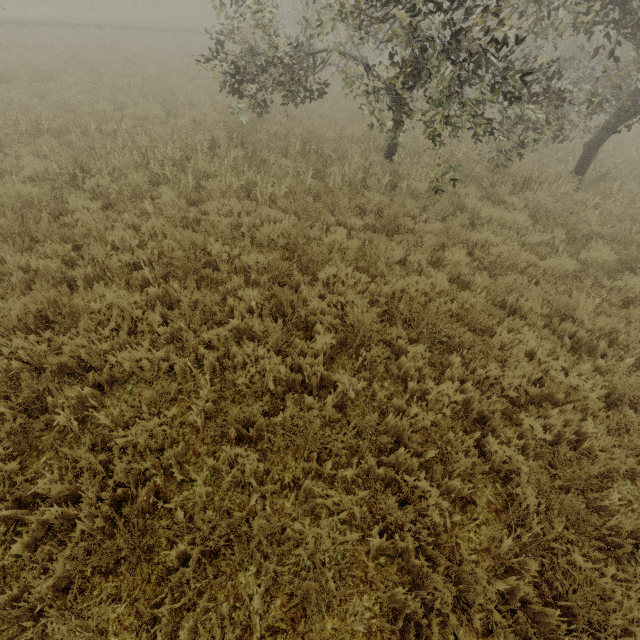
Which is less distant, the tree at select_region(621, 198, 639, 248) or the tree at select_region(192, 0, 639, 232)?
the tree at select_region(192, 0, 639, 232)

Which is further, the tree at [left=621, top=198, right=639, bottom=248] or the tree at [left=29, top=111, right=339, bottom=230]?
the tree at [left=621, top=198, right=639, bottom=248]

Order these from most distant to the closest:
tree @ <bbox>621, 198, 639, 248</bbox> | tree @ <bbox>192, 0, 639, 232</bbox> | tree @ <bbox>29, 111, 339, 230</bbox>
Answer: tree @ <bbox>621, 198, 639, 248</bbox> < tree @ <bbox>29, 111, 339, 230</bbox> < tree @ <bbox>192, 0, 639, 232</bbox>

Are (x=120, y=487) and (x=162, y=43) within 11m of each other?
no

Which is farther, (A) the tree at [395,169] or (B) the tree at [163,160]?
(B) the tree at [163,160]

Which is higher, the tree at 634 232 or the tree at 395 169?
the tree at 634 232

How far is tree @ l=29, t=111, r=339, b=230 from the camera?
6.8 meters
